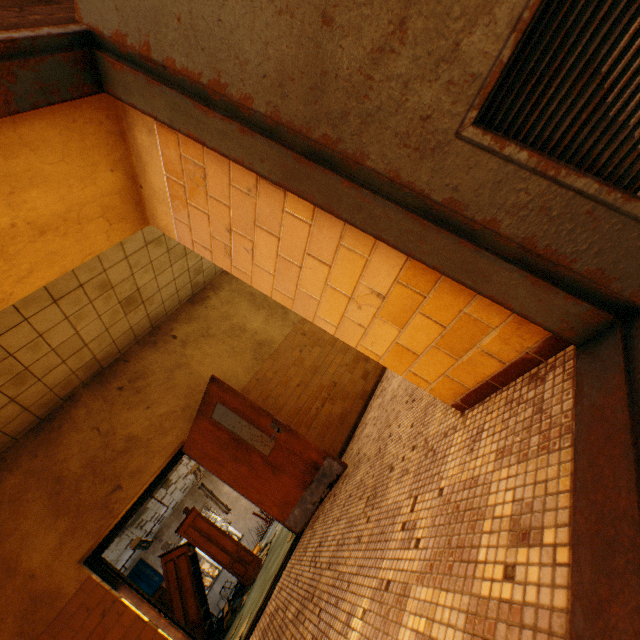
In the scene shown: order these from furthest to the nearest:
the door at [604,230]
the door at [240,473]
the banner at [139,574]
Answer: the banner at [139,574] < the door at [240,473] < the door at [604,230]

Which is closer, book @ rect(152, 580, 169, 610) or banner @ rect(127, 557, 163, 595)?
book @ rect(152, 580, 169, 610)

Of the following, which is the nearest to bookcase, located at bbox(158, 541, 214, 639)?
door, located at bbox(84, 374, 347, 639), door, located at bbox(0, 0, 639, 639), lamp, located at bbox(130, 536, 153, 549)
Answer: lamp, located at bbox(130, 536, 153, 549)

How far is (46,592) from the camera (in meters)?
3.63

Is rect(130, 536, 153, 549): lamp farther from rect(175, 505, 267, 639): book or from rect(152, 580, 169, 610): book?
rect(152, 580, 169, 610): book

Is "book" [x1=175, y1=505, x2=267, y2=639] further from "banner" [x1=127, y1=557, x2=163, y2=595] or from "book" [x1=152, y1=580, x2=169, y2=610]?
"banner" [x1=127, y1=557, x2=163, y2=595]

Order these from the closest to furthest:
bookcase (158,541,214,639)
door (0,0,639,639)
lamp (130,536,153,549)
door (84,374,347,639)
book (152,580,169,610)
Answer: door (0,0,639,639) → door (84,374,347,639) → bookcase (158,541,214,639) → lamp (130,536,153,549) → book (152,580,169,610)

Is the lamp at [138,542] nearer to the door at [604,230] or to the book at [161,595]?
the book at [161,595]
